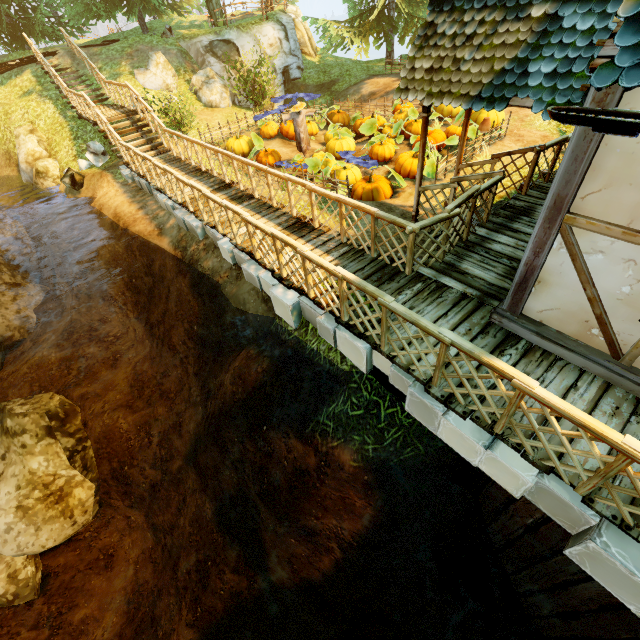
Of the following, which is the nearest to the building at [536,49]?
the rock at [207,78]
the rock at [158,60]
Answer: the rock at [207,78]

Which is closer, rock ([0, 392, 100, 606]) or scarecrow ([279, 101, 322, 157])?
rock ([0, 392, 100, 606])

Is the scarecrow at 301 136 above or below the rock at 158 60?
below

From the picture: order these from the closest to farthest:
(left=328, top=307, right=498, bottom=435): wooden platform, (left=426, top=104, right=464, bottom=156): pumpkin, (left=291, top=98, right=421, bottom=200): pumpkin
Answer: (left=328, top=307, right=498, bottom=435): wooden platform
(left=291, top=98, right=421, bottom=200): pumpkin
(left=426, top=104, right=464, bottom=156): pumpkin

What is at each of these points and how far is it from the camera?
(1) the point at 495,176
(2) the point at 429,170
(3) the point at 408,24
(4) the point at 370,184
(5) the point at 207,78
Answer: (1) fence, 6.00m
(2) pumpkin, 10.08m
(3) tree, 17.44m
(4) pumpkin, 9.67m
(5) rock, 16.20m

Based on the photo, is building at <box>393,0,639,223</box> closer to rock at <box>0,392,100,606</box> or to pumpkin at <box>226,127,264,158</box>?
pumpkin at <box>226,127,264,158</box>

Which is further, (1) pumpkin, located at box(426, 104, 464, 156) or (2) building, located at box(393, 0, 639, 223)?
(1) pumpkin, located at box(426, 104, 464, 156)

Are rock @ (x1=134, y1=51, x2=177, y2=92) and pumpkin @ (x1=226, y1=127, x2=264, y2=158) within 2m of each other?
no
